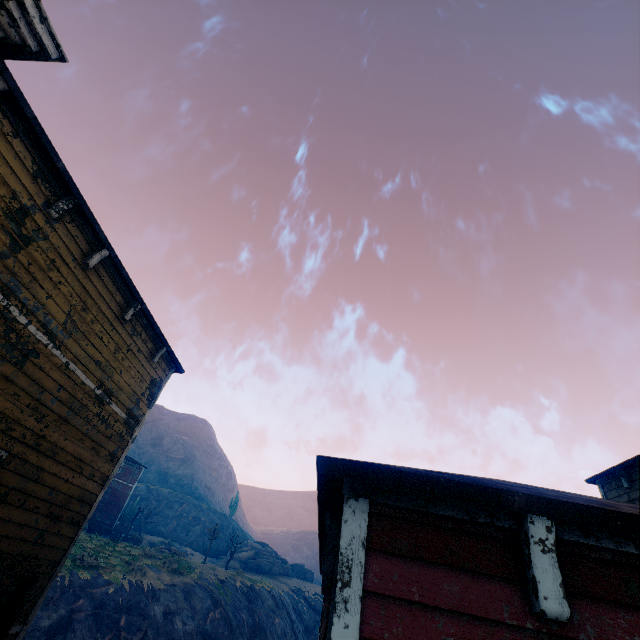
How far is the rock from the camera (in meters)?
40.72

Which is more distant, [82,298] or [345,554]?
[82,298]

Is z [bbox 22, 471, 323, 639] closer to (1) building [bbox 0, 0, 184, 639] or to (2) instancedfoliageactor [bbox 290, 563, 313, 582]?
(1) building [bbox 0, 0, 184, 639]

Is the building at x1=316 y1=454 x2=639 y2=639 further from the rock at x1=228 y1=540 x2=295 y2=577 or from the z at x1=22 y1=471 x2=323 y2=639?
the rock at x1=228 y1=540 x2=295 y2=577

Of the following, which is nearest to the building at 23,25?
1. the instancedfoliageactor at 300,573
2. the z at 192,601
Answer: the z at 192,601

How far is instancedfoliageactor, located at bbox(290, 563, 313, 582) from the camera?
46.7 meters

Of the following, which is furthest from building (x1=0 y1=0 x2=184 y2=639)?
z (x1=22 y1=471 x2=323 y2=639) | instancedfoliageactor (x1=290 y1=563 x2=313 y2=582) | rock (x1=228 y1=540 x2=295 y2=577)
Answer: instancedfoliageactor (x1=290 y1=563 x2=313 y2=582)

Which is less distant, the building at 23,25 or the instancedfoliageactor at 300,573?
the building at 23,25
